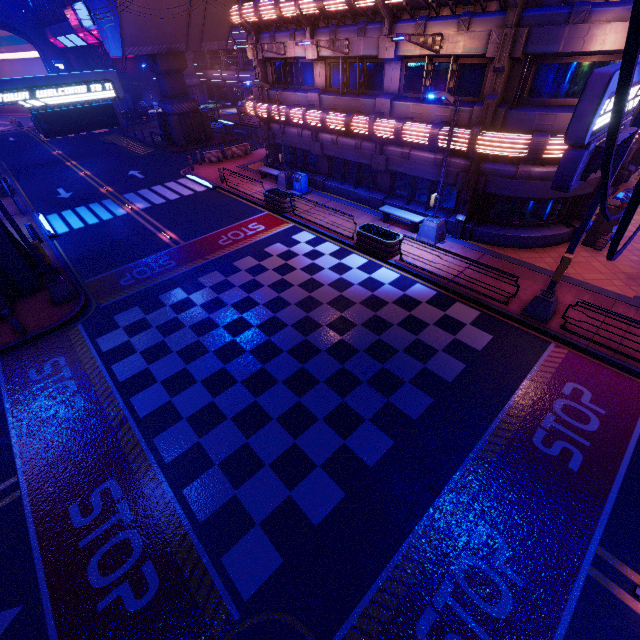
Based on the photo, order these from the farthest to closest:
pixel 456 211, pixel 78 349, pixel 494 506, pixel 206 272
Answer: pixel 456 211 < pixel 206 272 < pixel 78 349 < pixel 494 506

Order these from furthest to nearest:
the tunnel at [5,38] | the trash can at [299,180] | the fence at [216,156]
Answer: the tunnel at [5,38] → the fence at [216,156] → the trash can at [299,180]

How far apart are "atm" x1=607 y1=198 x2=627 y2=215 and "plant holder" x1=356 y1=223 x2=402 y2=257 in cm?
824

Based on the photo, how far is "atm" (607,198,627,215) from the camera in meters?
13.3 m

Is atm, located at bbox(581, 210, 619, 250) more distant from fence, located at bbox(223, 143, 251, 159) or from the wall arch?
the wall arch

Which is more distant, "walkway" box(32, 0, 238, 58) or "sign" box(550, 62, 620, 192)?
"walkway" box(32, 0, 238, 58)

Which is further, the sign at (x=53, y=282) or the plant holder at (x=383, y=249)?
the plant holder at (x=383, y=249)
